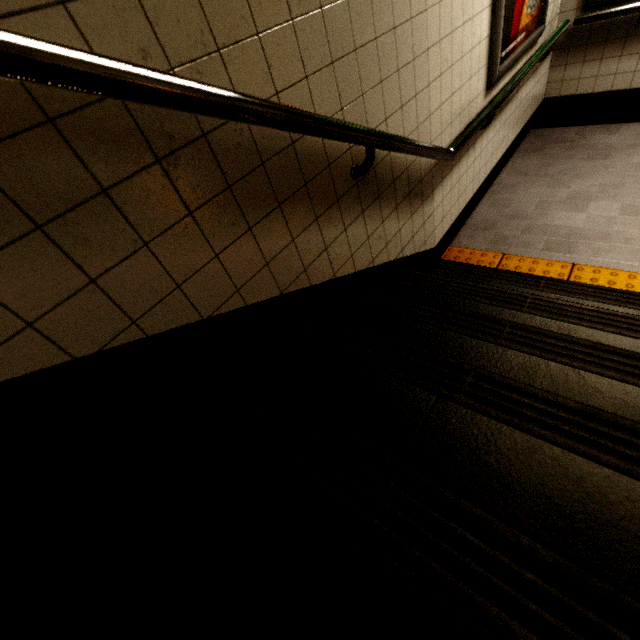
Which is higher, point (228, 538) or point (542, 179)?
point (228, 538)

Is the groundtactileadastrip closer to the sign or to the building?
the building

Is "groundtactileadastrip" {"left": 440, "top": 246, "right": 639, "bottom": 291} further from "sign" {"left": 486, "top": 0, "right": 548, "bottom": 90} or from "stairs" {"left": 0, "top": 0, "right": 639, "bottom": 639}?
"sign" {"left": 486, "top": 0, "right": 548, "bottom": 90}

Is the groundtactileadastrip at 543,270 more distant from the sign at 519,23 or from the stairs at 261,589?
the sign at 519,23

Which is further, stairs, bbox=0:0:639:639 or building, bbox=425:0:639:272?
building, bbox=425:0:639:272

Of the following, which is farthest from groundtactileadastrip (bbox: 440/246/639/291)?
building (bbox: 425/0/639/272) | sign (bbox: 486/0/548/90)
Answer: sign (bbox: 486/0/548/90)

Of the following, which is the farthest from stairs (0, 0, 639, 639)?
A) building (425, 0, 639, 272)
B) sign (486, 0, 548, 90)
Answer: sign (486, 0, 548, 90)
